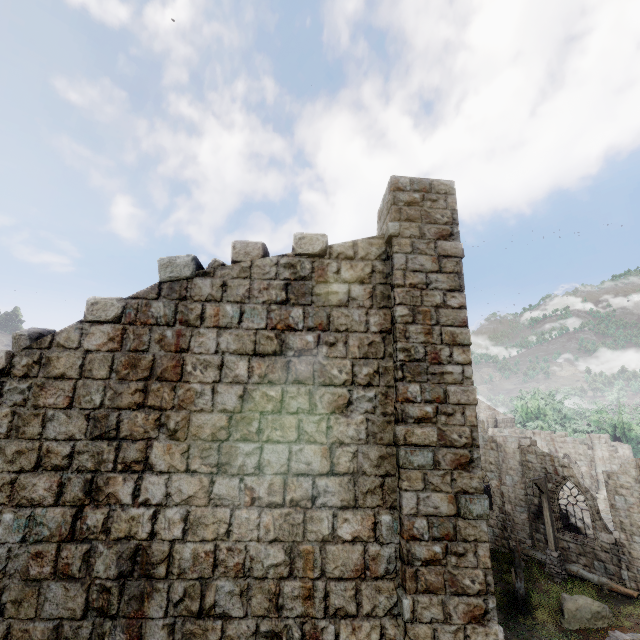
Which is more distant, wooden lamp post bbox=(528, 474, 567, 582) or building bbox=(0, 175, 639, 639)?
wooden lamp post bbox=(528, 474, 567, 582)

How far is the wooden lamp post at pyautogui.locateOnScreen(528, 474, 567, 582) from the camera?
16.1 meters

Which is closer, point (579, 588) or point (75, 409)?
point (75, 409)

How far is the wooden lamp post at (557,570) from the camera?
16.1m

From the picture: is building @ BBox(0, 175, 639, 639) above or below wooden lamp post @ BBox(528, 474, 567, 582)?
above

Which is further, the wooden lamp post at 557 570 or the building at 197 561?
the wooden lamp post at 557 570
